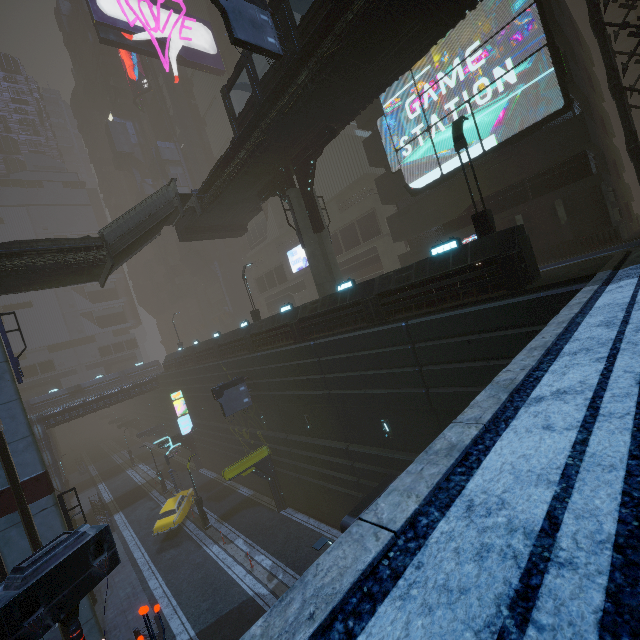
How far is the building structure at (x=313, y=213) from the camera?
17.9 meters

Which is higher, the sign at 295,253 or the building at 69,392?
the sign at 295,253

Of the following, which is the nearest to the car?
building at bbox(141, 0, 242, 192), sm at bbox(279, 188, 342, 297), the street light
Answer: building at bbox(141, 0, 242, 192)

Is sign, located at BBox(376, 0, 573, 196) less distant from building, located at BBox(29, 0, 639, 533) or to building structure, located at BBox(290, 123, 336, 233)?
building, located at BBox(29, 0, 639, 533)

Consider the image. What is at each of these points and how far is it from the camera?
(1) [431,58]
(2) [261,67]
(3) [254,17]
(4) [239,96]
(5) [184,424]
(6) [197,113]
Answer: (1) sign, 19.14m
(2) building, 36.06m
(3) sign, 13.31m
(4) building, 39.97m
(5) sign, 35.12m
(6) building, 54.12m

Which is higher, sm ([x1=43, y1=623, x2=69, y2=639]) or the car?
sm ([x1=43, y1=623, x2=69, y2=639])

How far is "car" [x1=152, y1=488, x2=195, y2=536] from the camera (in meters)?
24.28

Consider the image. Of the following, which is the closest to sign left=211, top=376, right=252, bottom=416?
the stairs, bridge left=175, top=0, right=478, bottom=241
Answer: the stairs
